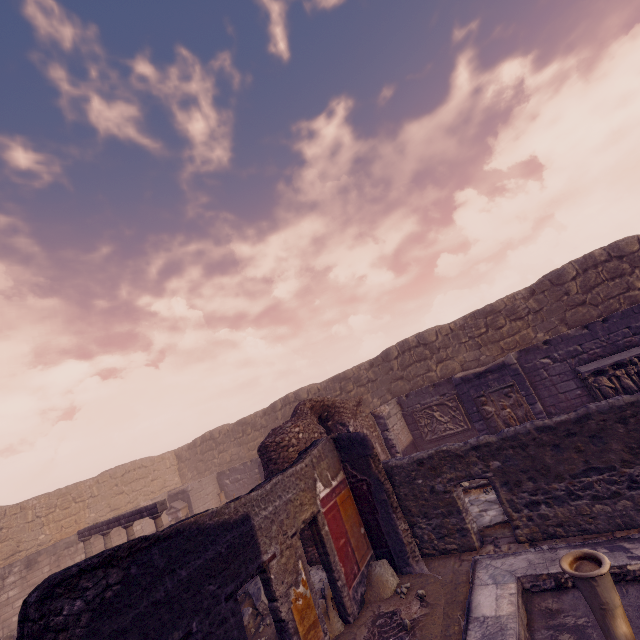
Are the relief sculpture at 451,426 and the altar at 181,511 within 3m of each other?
no

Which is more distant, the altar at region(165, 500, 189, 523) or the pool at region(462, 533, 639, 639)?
the altar at region(165, 500, 189, 523)

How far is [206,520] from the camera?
4.23m

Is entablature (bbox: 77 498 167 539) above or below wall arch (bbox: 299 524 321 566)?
above

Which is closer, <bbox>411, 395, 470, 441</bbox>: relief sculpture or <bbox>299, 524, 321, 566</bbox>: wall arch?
<bbox>299, 524, 321, 566</bbox>: wall arch

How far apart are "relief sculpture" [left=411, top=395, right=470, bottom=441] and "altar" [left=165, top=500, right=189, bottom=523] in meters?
12.4 m

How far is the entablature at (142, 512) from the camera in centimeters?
1098cm

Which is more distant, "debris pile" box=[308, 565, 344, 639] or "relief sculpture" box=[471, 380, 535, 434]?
"relief sculpture" box=[471, 380, 535, 434]
